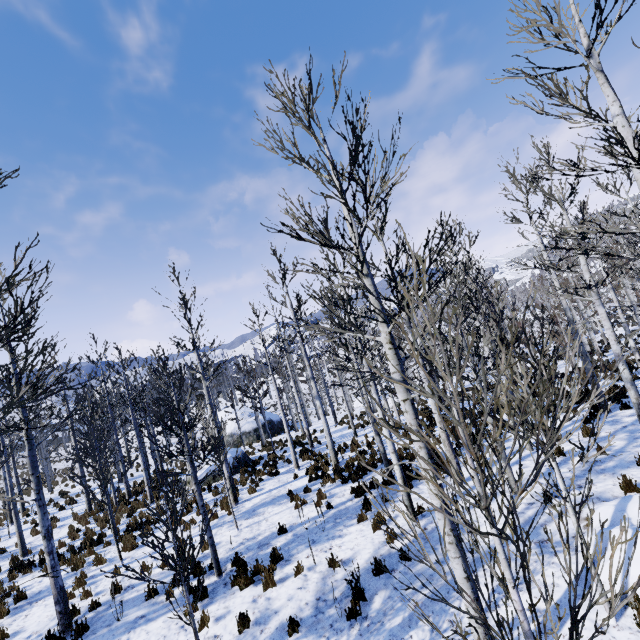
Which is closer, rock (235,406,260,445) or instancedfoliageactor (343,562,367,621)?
instancedfoliageactor (343,562,367,621)

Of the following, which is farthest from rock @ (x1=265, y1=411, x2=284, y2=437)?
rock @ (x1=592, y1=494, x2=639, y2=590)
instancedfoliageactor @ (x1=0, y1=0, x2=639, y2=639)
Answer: rock @ (x1=592, y1=494, x2=639, y2=590)

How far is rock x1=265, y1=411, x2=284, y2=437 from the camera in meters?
31.0 m

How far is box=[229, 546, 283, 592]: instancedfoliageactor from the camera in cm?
727

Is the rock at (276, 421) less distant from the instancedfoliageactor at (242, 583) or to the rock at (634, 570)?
the instancedfoliageactor at (242, 583)

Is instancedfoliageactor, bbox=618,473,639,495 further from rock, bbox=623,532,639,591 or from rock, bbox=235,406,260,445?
rock, bbox=235,406,260,445

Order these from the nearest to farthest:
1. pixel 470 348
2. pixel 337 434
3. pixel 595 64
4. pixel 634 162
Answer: pixel 470 348 < pixel 634 162 < pixel 595 64 < pixel 337 434
